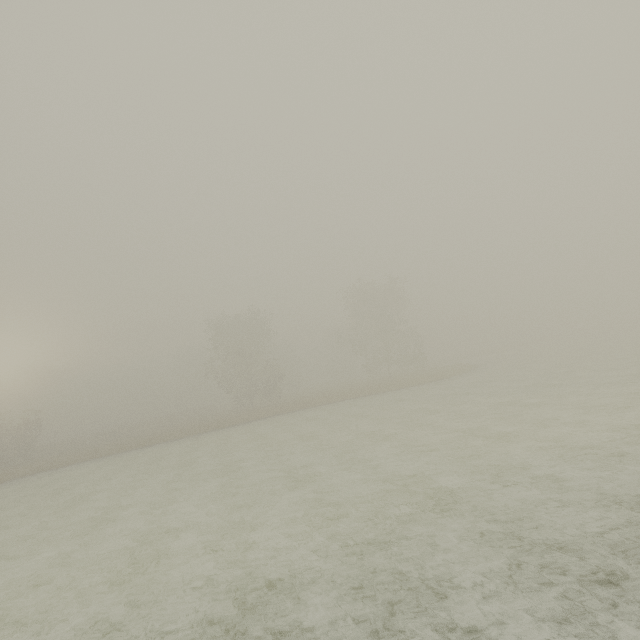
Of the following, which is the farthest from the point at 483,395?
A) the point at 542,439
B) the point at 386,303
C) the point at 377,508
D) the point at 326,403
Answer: the point at 386,303
